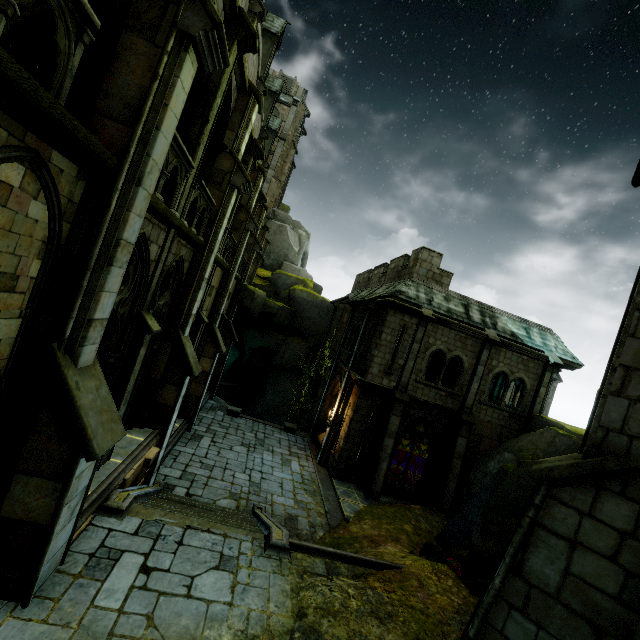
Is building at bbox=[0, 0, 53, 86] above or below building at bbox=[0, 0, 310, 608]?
above

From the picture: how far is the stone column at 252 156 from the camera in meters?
13.9 m

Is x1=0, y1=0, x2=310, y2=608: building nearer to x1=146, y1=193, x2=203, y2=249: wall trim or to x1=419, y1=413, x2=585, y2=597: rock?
x1=146, y1=193, x2=203, y2=249: wall trim

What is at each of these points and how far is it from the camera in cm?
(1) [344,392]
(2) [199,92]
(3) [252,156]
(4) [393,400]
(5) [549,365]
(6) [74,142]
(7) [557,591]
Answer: (1) stone column, 1795
(2) archway, 768
(3) stone column, 1398
(4) stone column, 1596
(5) stone column, 1720
(6) wall trim, 397
(7) stone column, 366

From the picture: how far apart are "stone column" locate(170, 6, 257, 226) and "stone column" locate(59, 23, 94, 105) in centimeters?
352cm

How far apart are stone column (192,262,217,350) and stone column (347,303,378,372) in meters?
8.0 m

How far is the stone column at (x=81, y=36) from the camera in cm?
379

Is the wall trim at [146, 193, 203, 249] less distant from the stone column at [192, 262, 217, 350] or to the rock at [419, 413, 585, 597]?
the stone column at [192, 262, 217, 350]
